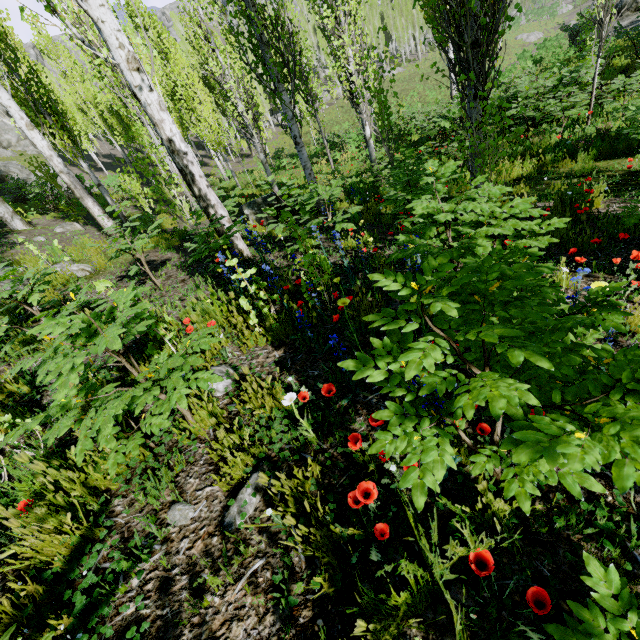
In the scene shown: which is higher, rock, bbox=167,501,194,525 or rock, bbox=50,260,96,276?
rock, bbox=50,260,96,276

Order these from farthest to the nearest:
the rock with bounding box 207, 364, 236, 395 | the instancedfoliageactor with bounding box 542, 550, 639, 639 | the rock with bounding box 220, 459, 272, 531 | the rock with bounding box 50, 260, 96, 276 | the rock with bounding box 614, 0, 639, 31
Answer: the rock with bounding box 614, 0, 639, 31, the rock with bounding box 50, 260, 96, 276, the rock with bounding box 207, 364, 236, 395, the rock with bounding box 220, 459, 272, 531, the instancedfoliageactor with bounding box 542, 550, 639, 639

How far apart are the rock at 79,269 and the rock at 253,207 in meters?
3.9

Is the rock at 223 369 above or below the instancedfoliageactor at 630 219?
above

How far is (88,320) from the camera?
1.6 meters

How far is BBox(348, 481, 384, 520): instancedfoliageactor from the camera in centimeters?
130cm

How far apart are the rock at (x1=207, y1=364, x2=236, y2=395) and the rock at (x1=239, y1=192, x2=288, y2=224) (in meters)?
6.88

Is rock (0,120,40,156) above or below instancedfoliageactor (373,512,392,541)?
above
